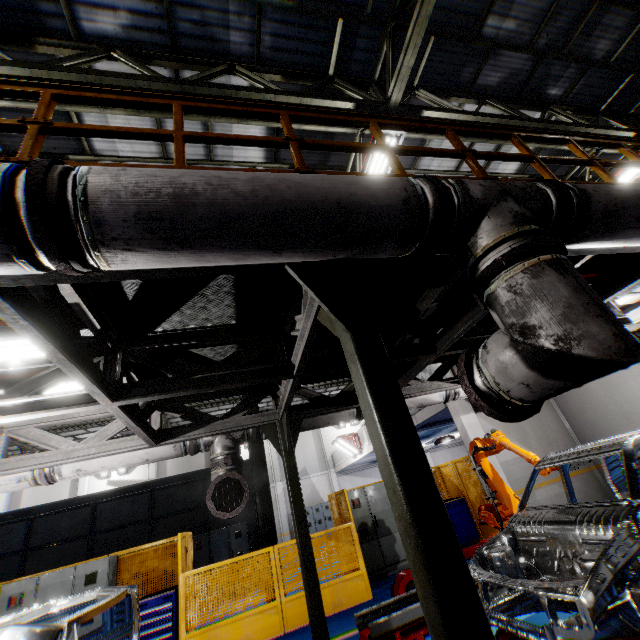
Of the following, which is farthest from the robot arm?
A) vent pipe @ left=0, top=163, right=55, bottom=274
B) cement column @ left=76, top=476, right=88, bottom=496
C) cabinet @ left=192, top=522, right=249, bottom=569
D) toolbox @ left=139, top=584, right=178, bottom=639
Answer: cement column @ left=76, top=476, right=88, bottom=496

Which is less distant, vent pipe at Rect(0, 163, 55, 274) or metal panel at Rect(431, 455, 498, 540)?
vent pipe at Rect(0, 163, 55, 274)

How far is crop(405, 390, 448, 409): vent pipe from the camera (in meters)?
6.36

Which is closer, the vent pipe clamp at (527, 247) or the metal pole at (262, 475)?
the vent pipe clamp at (527, 247)

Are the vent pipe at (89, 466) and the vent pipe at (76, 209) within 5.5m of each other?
yes

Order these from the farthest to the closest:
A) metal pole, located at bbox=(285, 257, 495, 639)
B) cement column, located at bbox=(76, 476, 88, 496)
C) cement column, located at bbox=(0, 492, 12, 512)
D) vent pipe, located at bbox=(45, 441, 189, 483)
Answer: cement column, located at bbox=(76, 476, 88, 496), cement column, located at bbox=(0, 492, 12, 512), vent pipe, located at bbox=(45, 441, 189, 483), metal pole, located at bbox=(285, 257, 495, 639)

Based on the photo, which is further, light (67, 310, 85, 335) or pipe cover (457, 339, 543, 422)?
light (67, 310, 85, 335)

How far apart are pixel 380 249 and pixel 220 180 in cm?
97
